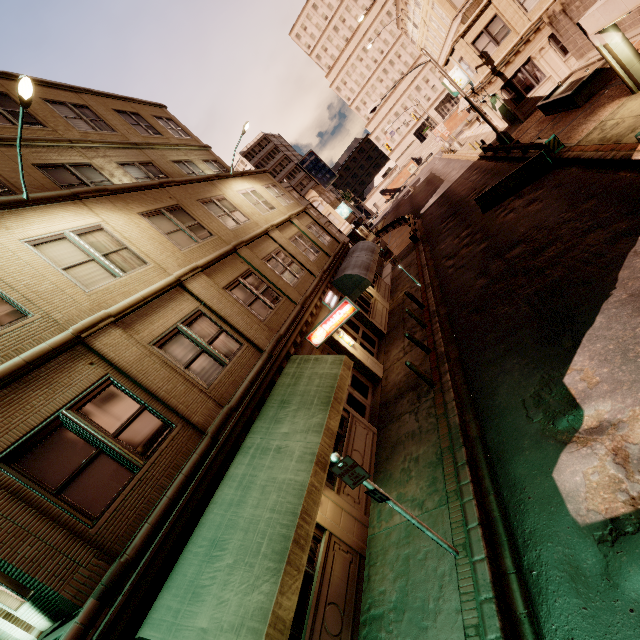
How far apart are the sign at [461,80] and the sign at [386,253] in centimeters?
2079cm

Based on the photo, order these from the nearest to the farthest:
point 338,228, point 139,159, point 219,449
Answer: point 219,449
point 139,159
point 338,228

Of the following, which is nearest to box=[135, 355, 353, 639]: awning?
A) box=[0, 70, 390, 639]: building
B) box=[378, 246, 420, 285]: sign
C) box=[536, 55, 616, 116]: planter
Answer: box=[0, 70, 390, 639]: building

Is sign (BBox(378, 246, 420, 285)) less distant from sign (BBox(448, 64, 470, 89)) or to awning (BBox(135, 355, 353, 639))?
awning (BBox(135, 355, 353, 639))

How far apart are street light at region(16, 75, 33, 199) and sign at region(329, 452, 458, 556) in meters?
9.2

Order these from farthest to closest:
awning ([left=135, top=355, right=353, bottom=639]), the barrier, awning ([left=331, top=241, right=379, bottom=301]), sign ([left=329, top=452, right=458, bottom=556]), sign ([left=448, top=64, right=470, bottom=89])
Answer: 1. sign ([left=448, top=64, right=470, bottom=89])
2. awning ([left=331, top=241, right=379, bottom=301])
3. the barrier
4. sign ([left=329, top=452, right=458, bottom=556])
5. awning ([left=135, top=355, right=353, bottom=639])

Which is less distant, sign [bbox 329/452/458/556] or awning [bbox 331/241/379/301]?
sign [bbox 329/452/458/556]

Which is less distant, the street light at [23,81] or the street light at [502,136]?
the street light at [23,81]
